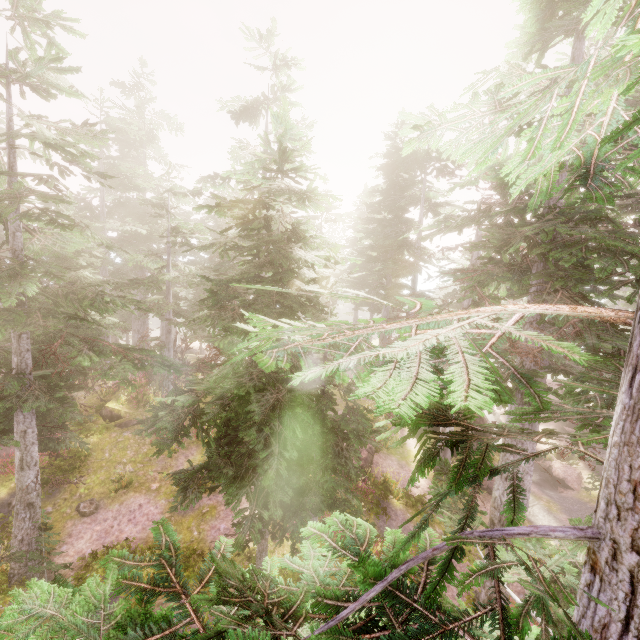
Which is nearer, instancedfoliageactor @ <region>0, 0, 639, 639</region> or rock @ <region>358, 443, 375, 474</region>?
instancedfoliageactor @ <region>0, 0, 639, 639</region>

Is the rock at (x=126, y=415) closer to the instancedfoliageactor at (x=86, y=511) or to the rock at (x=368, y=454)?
the instancedfoliageactor at (x=86, y=511)

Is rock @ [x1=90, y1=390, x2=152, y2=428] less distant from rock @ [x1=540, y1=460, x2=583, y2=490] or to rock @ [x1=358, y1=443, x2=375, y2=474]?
rock @ [x1=358, y1=443, x2=375, y2=474]

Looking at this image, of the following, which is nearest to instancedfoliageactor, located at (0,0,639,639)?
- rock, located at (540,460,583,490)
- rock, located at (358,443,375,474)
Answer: rock, located at (540,460,583,490)

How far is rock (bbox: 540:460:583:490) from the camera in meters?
22.1

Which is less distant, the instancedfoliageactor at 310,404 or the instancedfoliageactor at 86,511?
the instancedfoliageactor at 310,404

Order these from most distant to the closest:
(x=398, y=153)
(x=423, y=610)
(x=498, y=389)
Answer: (x=398, y=153)
(x=423, y=610)
(x=498, y=389)

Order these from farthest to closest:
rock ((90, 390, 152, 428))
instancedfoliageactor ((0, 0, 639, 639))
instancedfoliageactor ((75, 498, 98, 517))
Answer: rock ((90, 390, 152, 428)) < instancedfoliageactor ((75, 498, 98, 517)) < instancedfoliageactor ((0, 0, 639, 639))
